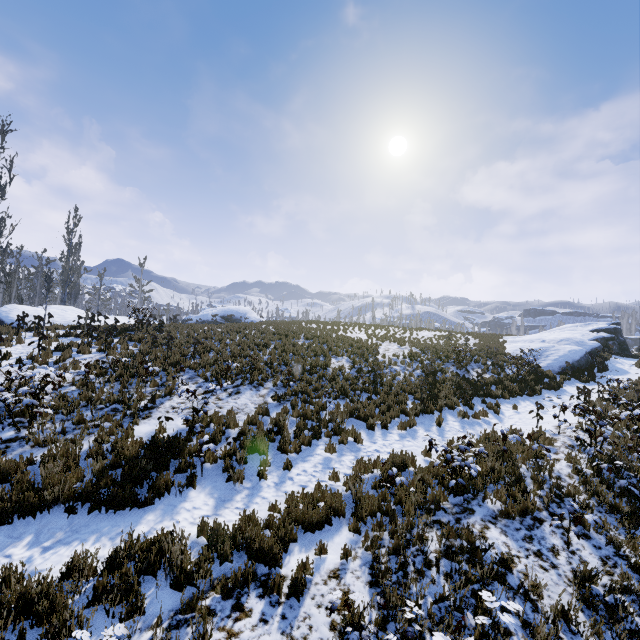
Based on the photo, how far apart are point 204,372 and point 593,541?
12.28m

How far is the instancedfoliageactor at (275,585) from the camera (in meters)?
4.78

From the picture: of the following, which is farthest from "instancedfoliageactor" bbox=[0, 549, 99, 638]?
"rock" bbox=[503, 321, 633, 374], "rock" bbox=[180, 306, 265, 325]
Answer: "rock" bbox=[180, 306, 265, 325]

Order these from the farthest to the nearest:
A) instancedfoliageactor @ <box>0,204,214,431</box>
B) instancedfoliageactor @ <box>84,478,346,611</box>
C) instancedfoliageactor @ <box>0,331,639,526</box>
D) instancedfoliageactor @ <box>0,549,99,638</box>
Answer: instancedfoliageactor @ <box>0,204,214,431</box>
instancedfoliageactor @ <box>0,331,639,526</box>
instancedfoliageactor @ <box>84,478,346,611</box>
instancedfoliageactor @ <box>0,549,99,638</box>

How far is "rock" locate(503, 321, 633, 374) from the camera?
20.19m
